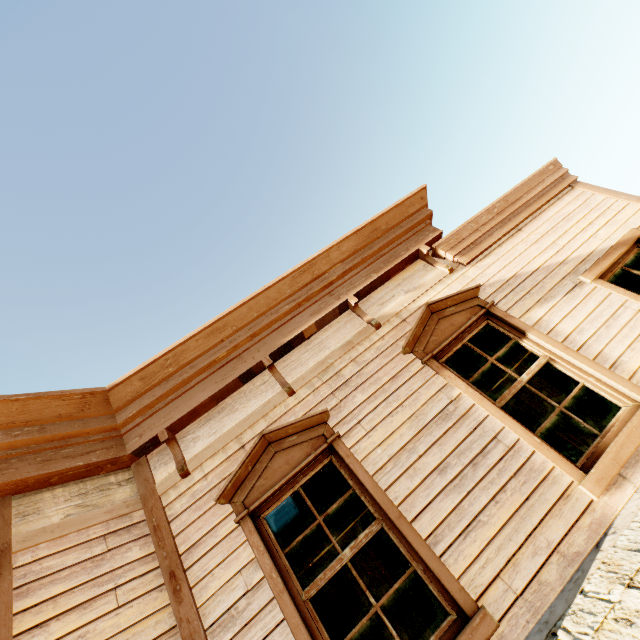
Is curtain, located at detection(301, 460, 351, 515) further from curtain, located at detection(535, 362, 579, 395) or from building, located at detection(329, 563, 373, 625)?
curtain, located at detection(535, 362, 579, 395)

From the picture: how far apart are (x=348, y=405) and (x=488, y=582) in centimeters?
184cm

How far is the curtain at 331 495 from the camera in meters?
3.2 m

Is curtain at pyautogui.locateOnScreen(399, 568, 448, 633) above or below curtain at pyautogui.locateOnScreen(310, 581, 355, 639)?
below

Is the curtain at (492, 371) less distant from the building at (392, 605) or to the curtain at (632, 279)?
the building at (392, 605)

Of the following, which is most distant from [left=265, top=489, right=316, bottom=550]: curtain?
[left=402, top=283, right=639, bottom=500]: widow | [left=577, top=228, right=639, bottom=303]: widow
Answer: [left=577, top=228, right=639, bottom=303]: widow

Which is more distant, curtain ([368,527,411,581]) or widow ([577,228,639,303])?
widow ([577,228,639,303])
